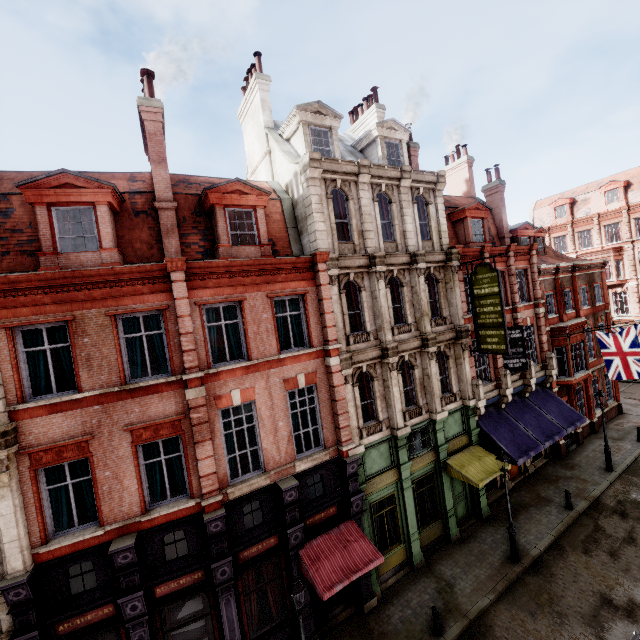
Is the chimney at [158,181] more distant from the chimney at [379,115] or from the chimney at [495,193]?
the chimney at [495,193]

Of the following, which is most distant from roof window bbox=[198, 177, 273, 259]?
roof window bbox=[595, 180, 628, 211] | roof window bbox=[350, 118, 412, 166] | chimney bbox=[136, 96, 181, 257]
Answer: roof window bbox=[595, 180, 628, 211]

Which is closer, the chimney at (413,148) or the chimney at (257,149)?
the chimney at (257,149)

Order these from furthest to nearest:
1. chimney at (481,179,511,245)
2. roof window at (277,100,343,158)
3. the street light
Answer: chimney at (481,179,511,245) → roof window at (277,100,343,158) → the street light

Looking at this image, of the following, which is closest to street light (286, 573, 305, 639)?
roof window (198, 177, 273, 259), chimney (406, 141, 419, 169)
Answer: roof window (198, 177, 273, 259)

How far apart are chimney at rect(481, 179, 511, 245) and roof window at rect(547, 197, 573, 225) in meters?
25.2

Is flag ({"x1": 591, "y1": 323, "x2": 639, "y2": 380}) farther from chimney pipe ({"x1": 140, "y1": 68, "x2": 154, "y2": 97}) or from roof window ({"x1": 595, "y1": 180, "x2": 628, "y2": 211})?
chimney pipe ({"x1": 140, "y1": 68, "x2": 154, "y2": 97})

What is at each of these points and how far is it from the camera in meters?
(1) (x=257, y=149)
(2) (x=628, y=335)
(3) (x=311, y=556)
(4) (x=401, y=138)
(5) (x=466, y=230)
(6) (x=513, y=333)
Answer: (1) chimney, 16.8
(2) flag, 18.5
(3) awning, 11.2
(4) roof window, 17.2
(5) roof window, 19.1
(6) sign, 18.1
